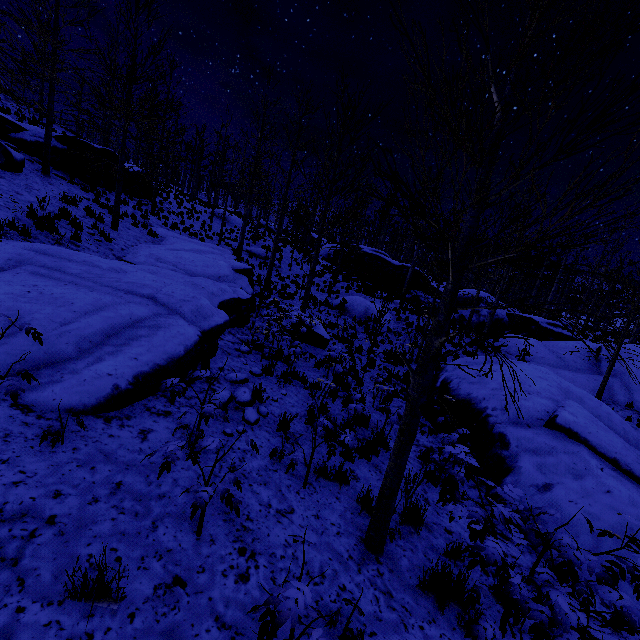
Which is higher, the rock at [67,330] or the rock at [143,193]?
the rock at [143,193]

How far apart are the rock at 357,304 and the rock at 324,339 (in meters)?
5.88

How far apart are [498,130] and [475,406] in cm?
618

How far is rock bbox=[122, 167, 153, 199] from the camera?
19.9 meters

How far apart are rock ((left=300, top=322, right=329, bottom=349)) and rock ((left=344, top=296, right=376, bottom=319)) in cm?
588

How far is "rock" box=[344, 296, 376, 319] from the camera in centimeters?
1830cm

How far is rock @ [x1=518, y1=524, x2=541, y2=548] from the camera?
4.6m

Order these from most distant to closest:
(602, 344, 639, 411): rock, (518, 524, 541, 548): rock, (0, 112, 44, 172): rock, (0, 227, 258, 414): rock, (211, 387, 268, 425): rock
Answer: (602, 344, 639, 411): rock, (0, 112, 44, 172): rock, (211, 387, 268, 425): rock, (518, 524, 541, 548): rock, (0, 227, 258, 414): rock
